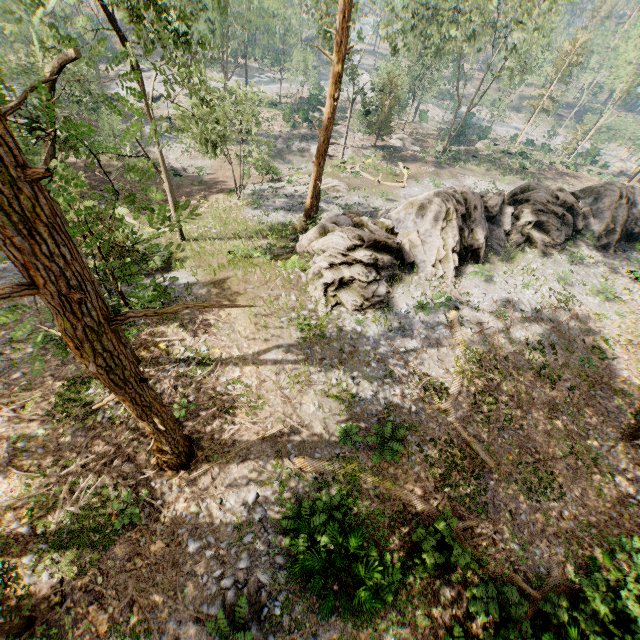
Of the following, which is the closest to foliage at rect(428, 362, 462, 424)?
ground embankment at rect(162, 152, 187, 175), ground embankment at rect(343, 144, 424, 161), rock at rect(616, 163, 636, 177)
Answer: ground embankment at rect(343, 144, 424, 161)

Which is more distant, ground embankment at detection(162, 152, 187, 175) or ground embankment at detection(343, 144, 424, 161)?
ground embankment at detection(343, 144, 424, 161)

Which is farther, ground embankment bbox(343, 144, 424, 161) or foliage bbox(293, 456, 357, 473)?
ground embankment bbox(343, 144, 424, 161)

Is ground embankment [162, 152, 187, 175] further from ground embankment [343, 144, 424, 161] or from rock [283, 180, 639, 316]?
rock [283, 180, 639, 316]

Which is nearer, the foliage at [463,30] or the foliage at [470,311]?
the foliage at [470,311]

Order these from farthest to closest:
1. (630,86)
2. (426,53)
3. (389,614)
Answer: (630,86)
(426,53)
(389,614)

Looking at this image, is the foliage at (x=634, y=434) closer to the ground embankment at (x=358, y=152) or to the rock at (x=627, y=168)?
the ground embankment at (x=358, y=152)

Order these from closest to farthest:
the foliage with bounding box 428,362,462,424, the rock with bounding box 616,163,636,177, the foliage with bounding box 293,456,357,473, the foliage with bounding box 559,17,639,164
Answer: the foliage with bounding box 293,456,357,473, the foliage with bounding box 428,362,462,424, the foliage with bounding box 559,17,639,164, the rock with bounding box 616,163,636,177
